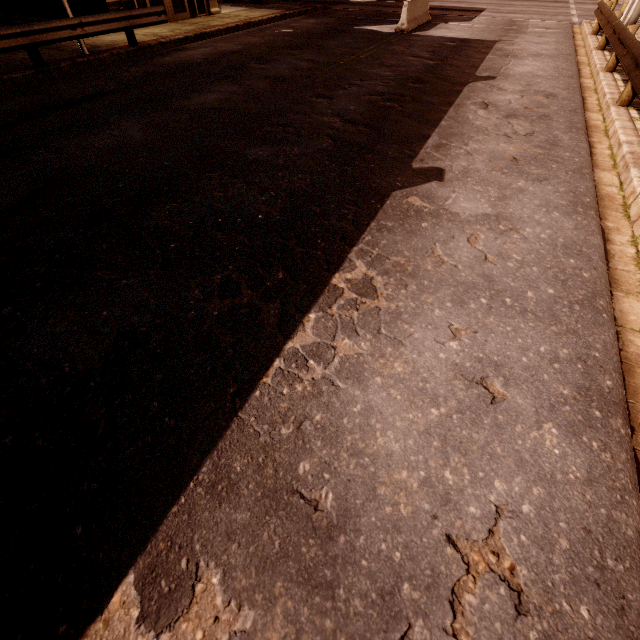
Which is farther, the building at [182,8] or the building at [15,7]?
the building at [15,7]

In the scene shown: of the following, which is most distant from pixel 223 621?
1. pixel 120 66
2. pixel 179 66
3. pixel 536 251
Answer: pixel 120 66

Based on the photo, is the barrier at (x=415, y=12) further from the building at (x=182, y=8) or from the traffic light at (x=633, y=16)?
the building at (x=182, y=8)

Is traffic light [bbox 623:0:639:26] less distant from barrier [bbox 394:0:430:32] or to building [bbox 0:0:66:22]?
barrier [bbox 394:0:430:32]

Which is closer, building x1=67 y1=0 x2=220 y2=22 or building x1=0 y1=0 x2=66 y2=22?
building x1=67 y1=0 x2=220 y2=22

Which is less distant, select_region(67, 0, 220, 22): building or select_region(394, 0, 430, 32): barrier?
select_region(67, 0, 220, 22): building

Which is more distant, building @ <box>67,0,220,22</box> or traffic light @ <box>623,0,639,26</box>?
traffic light @ <box>623,0,639,26</box>
